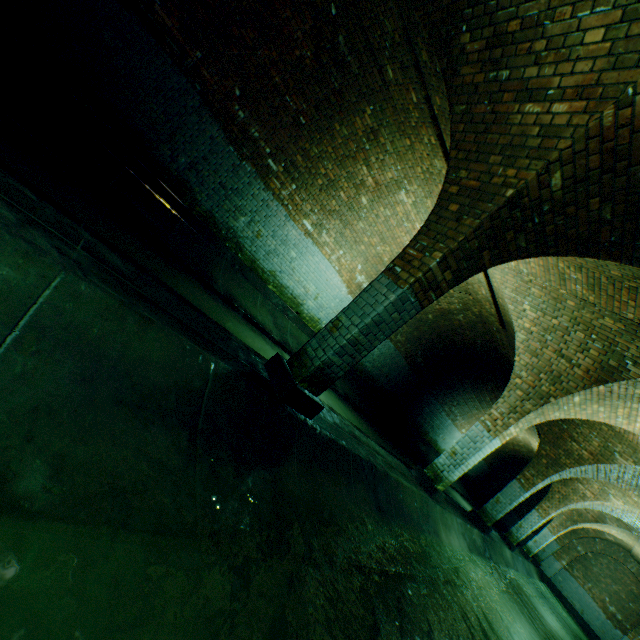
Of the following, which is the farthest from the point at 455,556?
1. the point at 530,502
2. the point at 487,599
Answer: the point at 530,502

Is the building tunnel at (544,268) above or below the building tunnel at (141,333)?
above

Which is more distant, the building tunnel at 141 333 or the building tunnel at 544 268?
the building tunnel at 544 268

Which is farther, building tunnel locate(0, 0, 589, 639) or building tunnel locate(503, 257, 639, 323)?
building tunnel locate(503, 257, 639, 323)

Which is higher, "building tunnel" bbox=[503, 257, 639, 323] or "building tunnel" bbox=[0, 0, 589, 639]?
"building tunnel" bbox=[503, 257, 639, 323]
